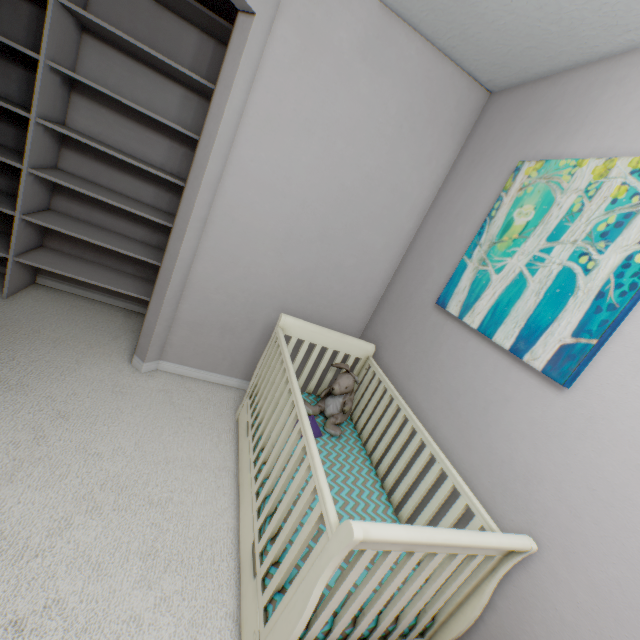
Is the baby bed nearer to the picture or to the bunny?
the bunny

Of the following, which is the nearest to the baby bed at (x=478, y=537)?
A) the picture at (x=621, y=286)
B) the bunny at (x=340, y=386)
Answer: the bunny at (x=340, y=386)

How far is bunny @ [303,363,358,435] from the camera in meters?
1.8 m

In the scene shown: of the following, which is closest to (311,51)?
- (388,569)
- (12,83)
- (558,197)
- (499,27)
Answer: (499,27)

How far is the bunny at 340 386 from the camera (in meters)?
1.84

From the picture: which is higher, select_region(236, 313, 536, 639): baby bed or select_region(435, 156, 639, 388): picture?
select_region(435, 156, 639, 388): picture

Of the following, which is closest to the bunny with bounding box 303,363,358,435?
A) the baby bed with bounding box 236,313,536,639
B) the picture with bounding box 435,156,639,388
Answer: the baby bed with bounding box 236,313,536,639

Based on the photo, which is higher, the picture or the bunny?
the picture
